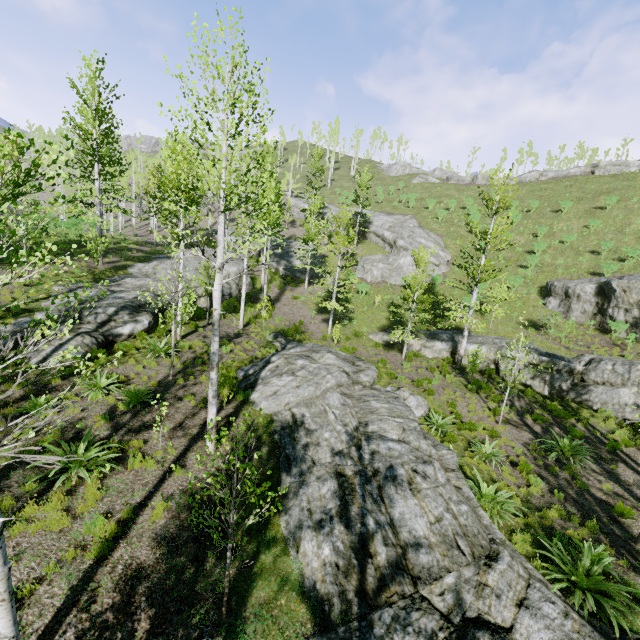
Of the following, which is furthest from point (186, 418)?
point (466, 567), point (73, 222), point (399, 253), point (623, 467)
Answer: point (399, 253)

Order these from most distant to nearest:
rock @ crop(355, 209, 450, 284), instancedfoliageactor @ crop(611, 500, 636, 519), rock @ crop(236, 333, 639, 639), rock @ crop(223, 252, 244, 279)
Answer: rock @ crop(355, 209, 450, 284) → rock @ crop(223, 252, 244, 279) → instancedfoliageactor @ crop(611, 500, 636, 519) → rock @ crop(236, 333, 639, 639)

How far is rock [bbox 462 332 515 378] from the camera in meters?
19.4

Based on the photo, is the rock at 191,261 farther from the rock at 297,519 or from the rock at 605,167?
the rock at 605,167

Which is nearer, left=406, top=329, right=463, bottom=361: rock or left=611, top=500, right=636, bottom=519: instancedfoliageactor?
left=611, top=500, right=636, bottom=519: instancedfoliageactor

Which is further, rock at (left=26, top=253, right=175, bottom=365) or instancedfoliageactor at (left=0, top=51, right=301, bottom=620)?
rock at (left=26, top=253, right=175, bottom=365)

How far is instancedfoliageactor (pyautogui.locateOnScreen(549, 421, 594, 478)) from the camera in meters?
12.1

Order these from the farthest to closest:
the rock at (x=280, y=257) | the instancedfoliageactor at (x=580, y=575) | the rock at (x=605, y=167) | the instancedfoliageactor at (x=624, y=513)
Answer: the rock at (x=605, y=167) < the rock at (x=280, y=257) < the instancedfoliageactor at (x=624, y=513) < the instancedfoliageactor at (x=580, y=575)
